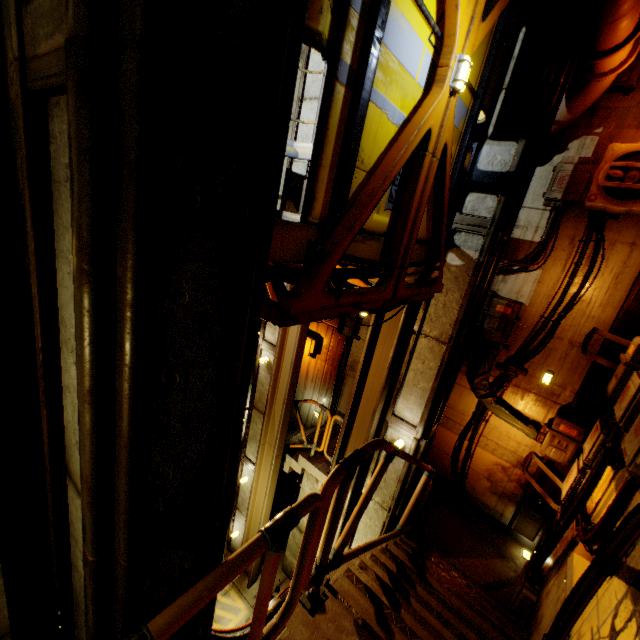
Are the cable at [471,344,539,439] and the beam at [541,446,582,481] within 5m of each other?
yes

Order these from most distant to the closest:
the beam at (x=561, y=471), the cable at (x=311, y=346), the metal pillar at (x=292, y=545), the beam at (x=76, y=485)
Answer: the cable at (x=311, y=346) < the metal pillar at (x=292, y=545) < the beam at (x=561, y=471) < the beam at (x=76, y=485)

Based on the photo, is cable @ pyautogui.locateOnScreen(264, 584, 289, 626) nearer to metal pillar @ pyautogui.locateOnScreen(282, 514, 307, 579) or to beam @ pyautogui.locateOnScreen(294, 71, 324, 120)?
beam @ pyautogui.locateOnScreen(294, 71, 324, 120)

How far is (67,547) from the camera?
1.6 meters

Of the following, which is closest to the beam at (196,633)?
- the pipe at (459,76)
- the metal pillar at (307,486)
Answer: the pipe at (459,76)

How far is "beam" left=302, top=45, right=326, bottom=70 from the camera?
5.02m

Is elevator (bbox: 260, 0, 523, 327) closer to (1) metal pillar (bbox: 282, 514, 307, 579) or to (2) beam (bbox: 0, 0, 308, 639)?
(2) beam (bbox: 0, 0, 308, 639)

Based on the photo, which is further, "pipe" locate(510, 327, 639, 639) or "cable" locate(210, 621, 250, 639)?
"pipe" locate(510, 327, 639, 639)
